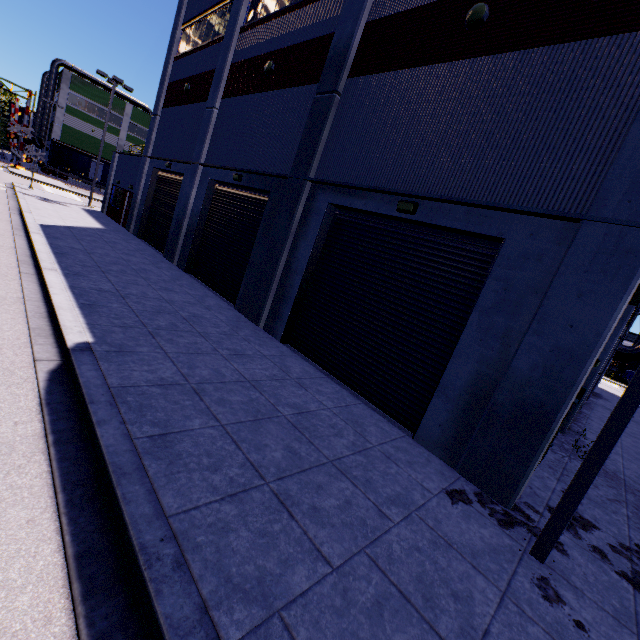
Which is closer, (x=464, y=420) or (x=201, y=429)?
(x=201, y=429)

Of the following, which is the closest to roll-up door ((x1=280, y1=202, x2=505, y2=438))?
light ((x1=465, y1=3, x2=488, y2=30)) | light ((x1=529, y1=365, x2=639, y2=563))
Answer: light ((x1=529, y1=365, x2=639, y2=563))

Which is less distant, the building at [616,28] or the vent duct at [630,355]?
the building at [616,28]

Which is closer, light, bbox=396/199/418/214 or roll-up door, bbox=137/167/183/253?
light, bbox=396/199/418/214

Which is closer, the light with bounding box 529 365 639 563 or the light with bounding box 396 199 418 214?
the light with bounding box 529 365 639 563

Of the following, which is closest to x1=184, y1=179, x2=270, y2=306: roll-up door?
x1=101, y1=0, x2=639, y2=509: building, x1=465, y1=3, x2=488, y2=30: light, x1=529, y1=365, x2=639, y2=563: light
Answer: x1=101, y1=0, x2=639, y2=509: building

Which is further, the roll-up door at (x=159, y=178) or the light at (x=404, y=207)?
the roll-up door at (x=159, y=178)

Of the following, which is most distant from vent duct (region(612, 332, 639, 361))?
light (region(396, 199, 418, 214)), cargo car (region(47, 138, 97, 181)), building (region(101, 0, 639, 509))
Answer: cargo car (region(47, 138, 97, 181))
